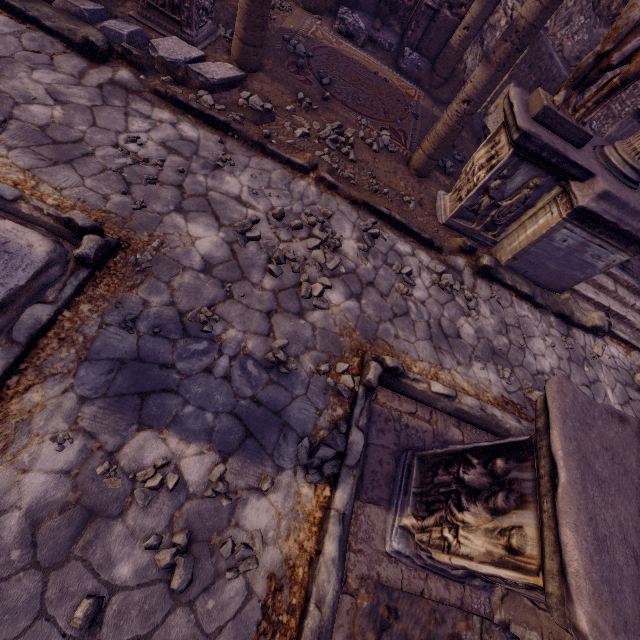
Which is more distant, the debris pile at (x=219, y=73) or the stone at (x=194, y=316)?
the debris pile at (x=219, y=73)

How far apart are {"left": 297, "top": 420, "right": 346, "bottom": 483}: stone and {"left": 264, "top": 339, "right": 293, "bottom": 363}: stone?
0.6m

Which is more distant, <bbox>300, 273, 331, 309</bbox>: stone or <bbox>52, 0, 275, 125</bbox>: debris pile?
<bbox>52, 0, 275, 125</bbox>: debris pile

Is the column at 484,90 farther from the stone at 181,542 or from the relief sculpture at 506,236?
the stone at 181,542

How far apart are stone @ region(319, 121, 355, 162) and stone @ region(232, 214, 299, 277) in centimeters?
169cm

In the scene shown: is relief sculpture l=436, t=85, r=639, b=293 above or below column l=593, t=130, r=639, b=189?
below

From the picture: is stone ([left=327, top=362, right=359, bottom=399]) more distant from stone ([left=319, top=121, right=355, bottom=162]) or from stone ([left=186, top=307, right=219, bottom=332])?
stone ([left=319, top=121, right=355, bottom=162])

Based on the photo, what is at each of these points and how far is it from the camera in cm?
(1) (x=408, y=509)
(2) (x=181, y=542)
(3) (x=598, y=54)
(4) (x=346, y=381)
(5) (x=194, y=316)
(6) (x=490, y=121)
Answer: (1) relief sculpture, 271
(2) stone, 212
(3) sculpture, 346
(4) stone, 309
(5) stone, 288
(6) debris pile, 698
